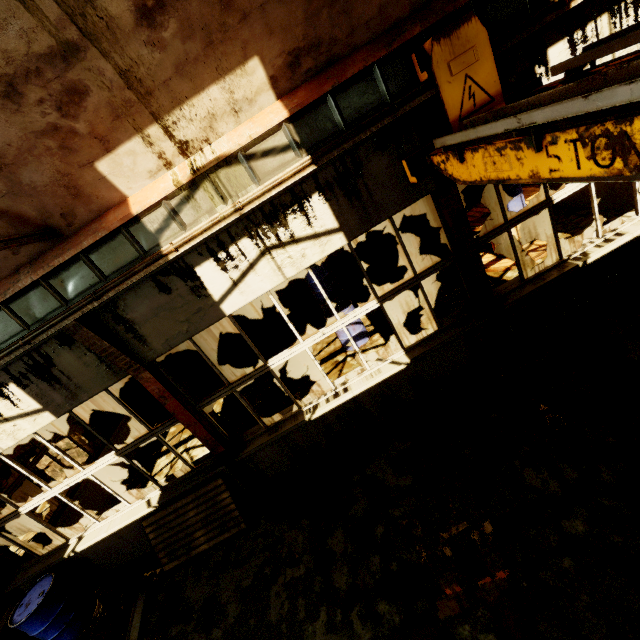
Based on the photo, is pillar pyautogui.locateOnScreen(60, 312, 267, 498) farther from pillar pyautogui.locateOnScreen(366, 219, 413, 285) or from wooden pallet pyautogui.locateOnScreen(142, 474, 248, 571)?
pillar pyautogui.locateOnScreen(366, 219, 413, 285)

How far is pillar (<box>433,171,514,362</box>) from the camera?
4.30m

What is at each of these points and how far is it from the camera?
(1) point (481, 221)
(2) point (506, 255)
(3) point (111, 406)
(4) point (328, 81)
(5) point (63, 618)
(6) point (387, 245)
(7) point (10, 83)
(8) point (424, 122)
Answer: (1) cable drum, 7.6 meters
(2) cable drum, 8.0 meters
(3) pillar, 10.1 meters
(4) crane rail, 3.4 meters
(5) barrel, 5.3 meters
(6) pillar, 9.4 meters
(7) building, 2.5 meters
(8) pillar, 3.8 meters

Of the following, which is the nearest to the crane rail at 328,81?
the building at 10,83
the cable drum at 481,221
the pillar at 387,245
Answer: the building at 10,83

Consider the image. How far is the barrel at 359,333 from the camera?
7.9 meters

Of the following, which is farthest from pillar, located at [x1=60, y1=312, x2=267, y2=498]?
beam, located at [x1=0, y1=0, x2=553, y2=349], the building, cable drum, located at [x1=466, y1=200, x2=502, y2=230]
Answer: cable drum, located at [x1=466, y1=200, x2=502, y2=230]

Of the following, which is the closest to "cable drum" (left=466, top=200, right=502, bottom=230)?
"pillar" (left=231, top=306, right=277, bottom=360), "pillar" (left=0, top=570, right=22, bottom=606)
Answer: "pillar" (left=231, top=306, right=277, bottom=360)

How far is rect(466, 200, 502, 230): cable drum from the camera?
7.2 meters
